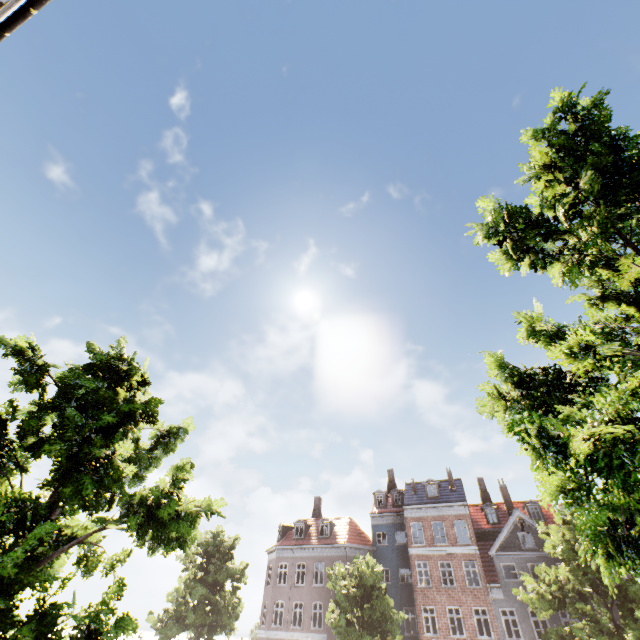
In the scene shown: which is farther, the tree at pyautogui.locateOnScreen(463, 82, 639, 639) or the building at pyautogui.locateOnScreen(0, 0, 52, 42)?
the building at pyautogui.locateOnScreen(0, 0, 52, 42)

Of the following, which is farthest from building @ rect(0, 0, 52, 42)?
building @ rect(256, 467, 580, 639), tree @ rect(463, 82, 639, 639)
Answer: building @ rect(256, 467, 580, 639)

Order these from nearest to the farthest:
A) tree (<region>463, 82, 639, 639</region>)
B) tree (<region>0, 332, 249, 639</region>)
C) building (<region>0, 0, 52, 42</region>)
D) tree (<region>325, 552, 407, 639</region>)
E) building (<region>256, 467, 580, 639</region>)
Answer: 1. tree (<region>463, 82, 639, 639</region>)
2. tree (<region>0, 332, 249, 639</region>)
3. building (<region>0, 0, 52, 42</region>)
4. tree (<region>325, 552, 407, 639</region>)
5. building (<region>256, 467, 580, 639</region>)

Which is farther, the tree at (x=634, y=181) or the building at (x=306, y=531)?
the building at (x=306, y=531)

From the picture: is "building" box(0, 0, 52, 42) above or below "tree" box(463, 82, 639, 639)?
above

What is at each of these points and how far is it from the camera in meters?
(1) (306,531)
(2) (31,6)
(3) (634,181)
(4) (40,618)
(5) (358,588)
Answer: (1) building, 35.4
(2) building, 7.3
(3) tree, 5.4
(4) tree, 5.7
(5) tree, 21.4

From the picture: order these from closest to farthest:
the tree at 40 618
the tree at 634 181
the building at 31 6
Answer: the tree at 634 181 → the tree at 40 618 → the building at 31 6
